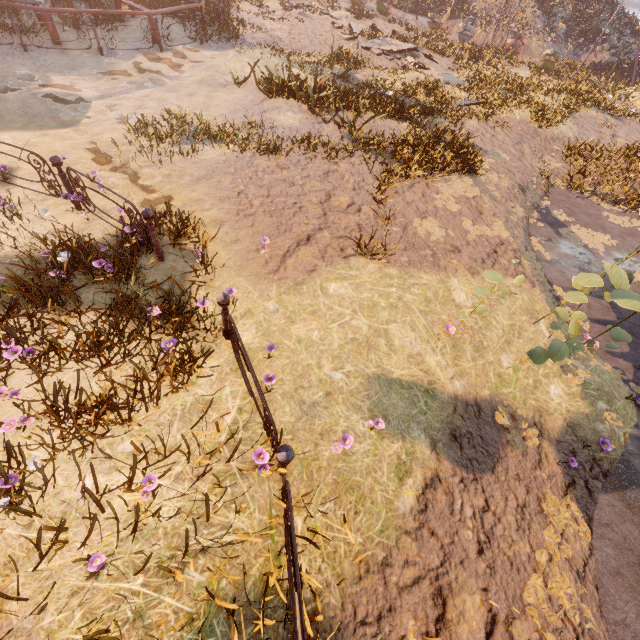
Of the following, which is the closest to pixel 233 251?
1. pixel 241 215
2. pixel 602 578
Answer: pixel 241 215

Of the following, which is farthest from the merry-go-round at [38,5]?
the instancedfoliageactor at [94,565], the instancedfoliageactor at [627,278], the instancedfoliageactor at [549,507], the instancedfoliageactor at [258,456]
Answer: the instancedfoliageactor at [549,507]

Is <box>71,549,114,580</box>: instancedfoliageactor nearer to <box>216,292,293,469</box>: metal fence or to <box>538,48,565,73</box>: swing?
<box>216,292,293,469</box>: metal fence

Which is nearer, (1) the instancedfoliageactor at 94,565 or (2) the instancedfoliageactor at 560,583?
(1) the instancedfoliageactor at 94,565

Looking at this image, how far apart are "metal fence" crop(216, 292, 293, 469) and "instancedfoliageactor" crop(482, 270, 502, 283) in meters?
3.4

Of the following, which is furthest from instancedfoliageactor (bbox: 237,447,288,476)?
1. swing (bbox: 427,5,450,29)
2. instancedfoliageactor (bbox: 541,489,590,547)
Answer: swing (bbox: 427,5,450,29)

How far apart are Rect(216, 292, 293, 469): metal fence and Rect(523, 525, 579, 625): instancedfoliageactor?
3.0 meters

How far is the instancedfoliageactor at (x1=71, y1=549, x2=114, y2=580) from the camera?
2.4m
